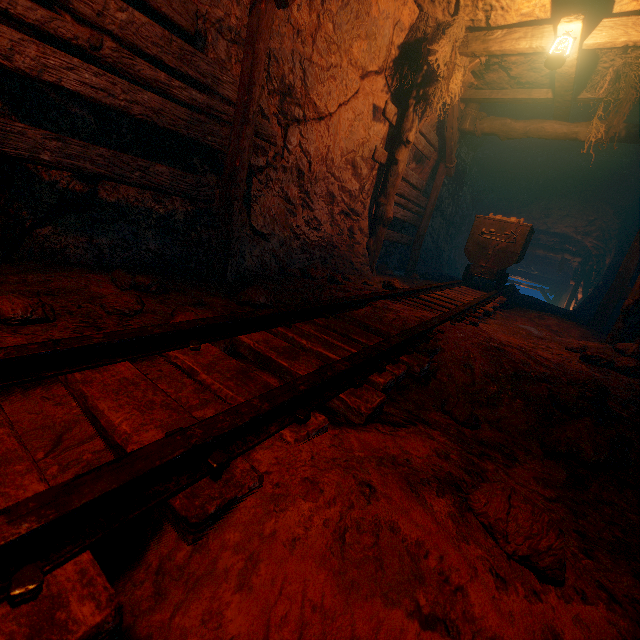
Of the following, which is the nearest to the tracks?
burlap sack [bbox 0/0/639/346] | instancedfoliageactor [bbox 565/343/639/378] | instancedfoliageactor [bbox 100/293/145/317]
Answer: burlap sack [bbox 0/0/639/346]

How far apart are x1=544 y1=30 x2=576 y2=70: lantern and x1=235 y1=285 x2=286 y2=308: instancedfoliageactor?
4.83m

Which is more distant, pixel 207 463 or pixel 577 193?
pixel 577 193

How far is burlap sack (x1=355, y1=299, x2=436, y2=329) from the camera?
2.91m

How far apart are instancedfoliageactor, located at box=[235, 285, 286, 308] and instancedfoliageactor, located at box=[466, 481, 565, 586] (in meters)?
2.39

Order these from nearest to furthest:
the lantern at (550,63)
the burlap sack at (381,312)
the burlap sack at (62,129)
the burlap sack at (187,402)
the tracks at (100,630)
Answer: the tracks at (100,630) → the burlap sack at (187,402) → the burlap sack at (62,129) → the burlap sack at (381,312) → the lantern at (550,63)

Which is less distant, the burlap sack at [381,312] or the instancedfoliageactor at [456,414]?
the instancedfoliageactor at [456,414]

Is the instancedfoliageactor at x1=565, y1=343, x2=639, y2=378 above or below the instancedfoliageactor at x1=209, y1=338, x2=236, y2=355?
above
